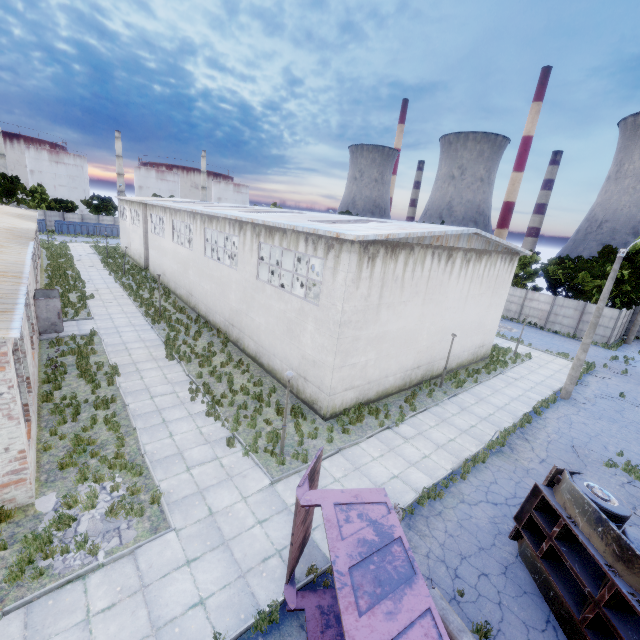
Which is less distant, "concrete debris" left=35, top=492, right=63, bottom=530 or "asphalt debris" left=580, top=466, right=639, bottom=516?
"concrete debris" left=35, top=492, right=63, bottom=530

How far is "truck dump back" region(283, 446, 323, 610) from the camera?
6.89m

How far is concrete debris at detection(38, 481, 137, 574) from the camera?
7.6m

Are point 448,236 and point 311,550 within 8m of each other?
no

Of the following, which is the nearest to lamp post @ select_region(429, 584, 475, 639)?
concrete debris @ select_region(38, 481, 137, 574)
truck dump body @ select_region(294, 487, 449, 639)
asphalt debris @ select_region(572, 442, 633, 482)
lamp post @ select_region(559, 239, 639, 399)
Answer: truck dump body @ select_region(294, 487, 449, 639)

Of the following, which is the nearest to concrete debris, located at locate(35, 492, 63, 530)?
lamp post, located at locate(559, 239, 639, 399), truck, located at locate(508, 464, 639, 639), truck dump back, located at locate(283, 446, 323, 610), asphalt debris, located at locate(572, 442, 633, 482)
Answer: truck dump back, located at locate(283, 446, 323, 610)

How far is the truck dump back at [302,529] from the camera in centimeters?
689cm

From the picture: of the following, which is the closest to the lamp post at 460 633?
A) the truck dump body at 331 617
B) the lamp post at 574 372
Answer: the truck dump body at 331 617
